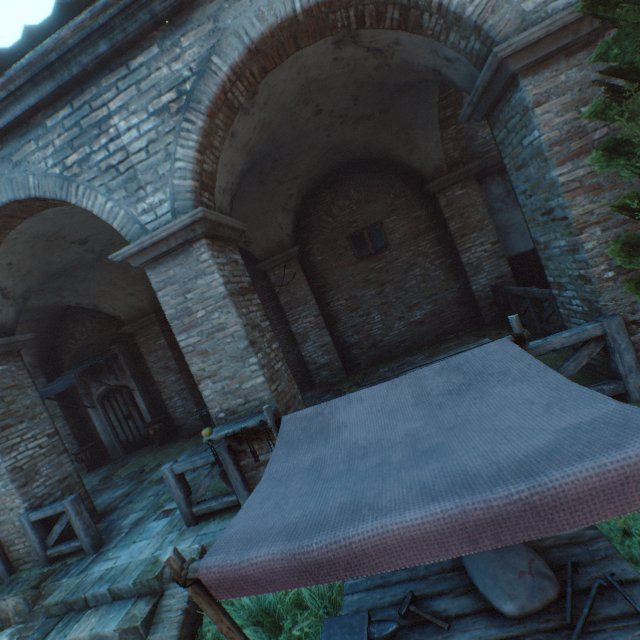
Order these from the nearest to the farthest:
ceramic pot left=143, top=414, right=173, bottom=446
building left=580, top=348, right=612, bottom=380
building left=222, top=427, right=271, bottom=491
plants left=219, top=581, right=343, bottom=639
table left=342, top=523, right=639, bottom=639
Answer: table left=342, top=523, right=639, bottom=639 < plants left=219, top=581, right=343, bottom=639 < building left=580, top=348, right=612, bottom=380 < building left=222, top=427, right=271, bottom=491 < ceramic pot left=143, top=414, right=173, bottom=446

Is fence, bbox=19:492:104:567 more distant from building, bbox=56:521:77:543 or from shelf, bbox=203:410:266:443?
building, bbox=56:521:77:543

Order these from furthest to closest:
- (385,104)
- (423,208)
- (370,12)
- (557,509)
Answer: (423,208), (385,104), (370,12), (557,509)

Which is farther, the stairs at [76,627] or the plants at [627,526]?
the stairs at [76,627]

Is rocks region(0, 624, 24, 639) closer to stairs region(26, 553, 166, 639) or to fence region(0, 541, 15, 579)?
stairs region(26, 553, 166, 639)

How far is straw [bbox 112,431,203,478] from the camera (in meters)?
8.76

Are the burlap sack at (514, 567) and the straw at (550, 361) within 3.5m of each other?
yes

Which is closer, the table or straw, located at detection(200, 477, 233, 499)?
the table
